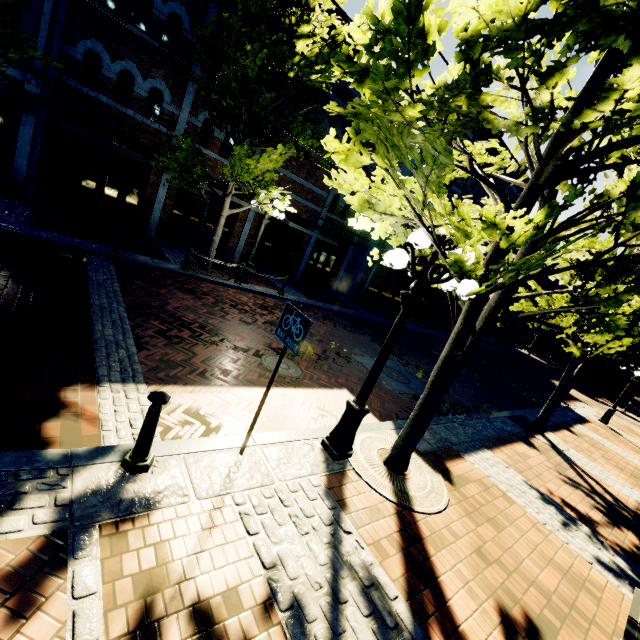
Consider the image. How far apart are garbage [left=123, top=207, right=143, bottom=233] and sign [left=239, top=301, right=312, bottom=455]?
11.72m

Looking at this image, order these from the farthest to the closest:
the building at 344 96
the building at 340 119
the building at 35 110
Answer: the building at 340 119, the building at 344 96, the building at 35 110

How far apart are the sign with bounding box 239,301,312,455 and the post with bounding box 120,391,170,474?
1.0 meters

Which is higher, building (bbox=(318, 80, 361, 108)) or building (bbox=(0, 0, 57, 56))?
building (bbox=(318, 80, 361, 108))

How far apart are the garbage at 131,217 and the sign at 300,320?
11.7m

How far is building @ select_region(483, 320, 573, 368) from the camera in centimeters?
3675cm

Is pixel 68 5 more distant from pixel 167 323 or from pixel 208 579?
pixel 208 579

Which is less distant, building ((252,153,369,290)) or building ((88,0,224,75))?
building ((88,0,224,75))
